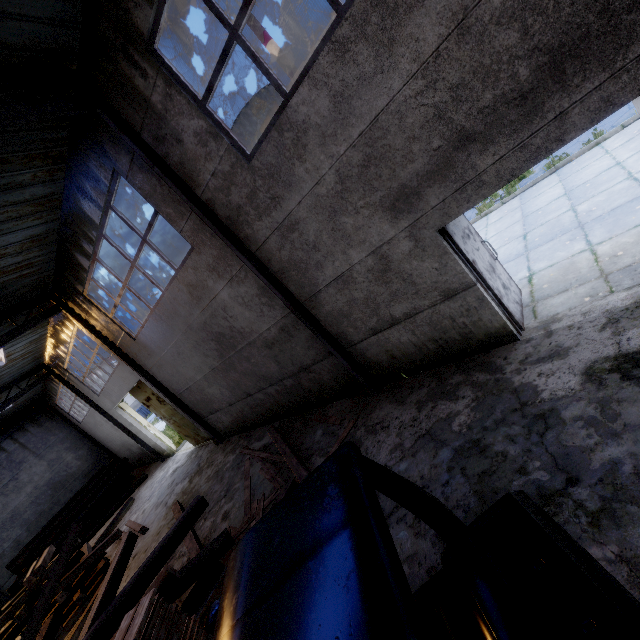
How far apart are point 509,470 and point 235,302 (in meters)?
5.82

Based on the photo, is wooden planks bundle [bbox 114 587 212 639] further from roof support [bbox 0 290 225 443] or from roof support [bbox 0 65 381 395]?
roof support [bbox 0 290 225 443]

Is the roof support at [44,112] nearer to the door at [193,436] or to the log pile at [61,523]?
the door at [193,436]

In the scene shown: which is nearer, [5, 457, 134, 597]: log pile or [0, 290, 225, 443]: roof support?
[0, 290, 225, 443]: roof support

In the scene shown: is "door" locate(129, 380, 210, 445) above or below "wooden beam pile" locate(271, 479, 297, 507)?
above

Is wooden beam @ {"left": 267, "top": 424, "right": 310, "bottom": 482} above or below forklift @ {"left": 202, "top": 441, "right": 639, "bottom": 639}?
below

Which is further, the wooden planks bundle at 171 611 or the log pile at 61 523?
the log pile at 61 523

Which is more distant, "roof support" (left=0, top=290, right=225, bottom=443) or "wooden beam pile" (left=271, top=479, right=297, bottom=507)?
"roof support" (left=0, top=290, right=225, bottom=443)
